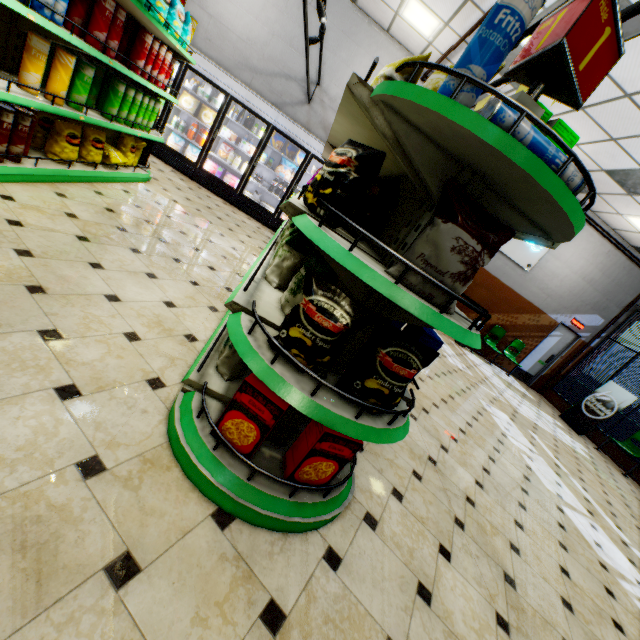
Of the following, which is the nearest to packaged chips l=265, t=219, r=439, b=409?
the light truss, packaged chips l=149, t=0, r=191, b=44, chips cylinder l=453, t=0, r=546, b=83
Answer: chips cylinder l=453, t=0, r=546, b=83

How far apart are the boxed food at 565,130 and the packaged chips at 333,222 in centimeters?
51cm

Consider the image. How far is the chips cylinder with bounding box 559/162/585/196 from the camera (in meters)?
A: 1.17

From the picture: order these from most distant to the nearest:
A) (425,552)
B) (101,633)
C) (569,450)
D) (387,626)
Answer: (569,450), (425,552), (387,626), (101,633)

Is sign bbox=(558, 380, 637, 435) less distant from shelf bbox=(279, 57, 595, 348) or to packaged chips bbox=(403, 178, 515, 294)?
shelf bbox=(279, 57, 595, 348)

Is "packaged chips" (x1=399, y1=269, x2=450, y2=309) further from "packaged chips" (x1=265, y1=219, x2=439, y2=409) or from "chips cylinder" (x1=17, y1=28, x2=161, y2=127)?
"chips cylinder" (x1=17, y1=28, x2=161, y2=127)

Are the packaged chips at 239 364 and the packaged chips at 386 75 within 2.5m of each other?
yes

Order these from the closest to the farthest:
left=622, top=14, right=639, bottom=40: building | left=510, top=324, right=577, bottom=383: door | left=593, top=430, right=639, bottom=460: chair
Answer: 1. left=622, top=14, right=639, bottom=40: building
2. left=593, top=430, right=639, bottom=460: chair
3. left=510, top=324, right=577, bottom=383: door
